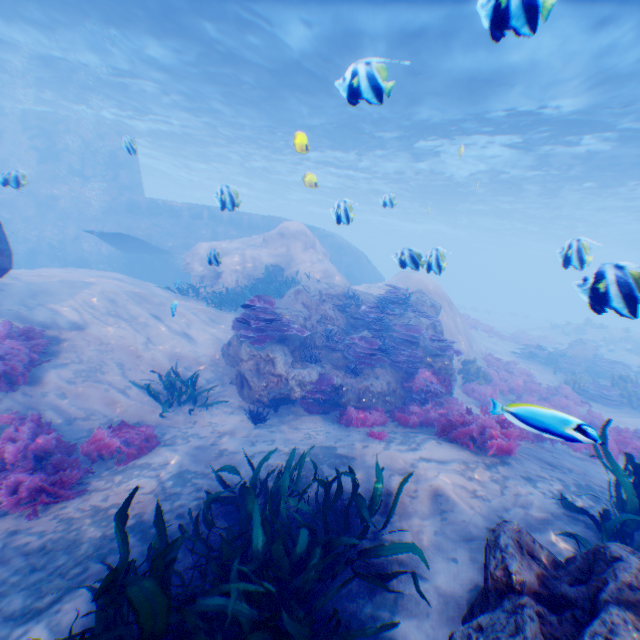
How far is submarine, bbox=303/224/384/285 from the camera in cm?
2495

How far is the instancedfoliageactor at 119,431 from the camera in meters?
5.8 m

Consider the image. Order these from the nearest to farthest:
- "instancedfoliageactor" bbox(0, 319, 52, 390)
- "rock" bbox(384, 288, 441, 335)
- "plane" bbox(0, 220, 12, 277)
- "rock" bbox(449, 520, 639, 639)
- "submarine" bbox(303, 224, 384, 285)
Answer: "rock" bbox(449, 520, 639, 639)
"instancedfoliageactor" bbox(0, 319, 52, 390)
"plane" bbox(0, 220, 12, 277)
"rock" bbox(384, 288, 441, 335)
"submarine" bbox(303, 224, 384, 285)

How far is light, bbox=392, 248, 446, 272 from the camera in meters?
6.8 m

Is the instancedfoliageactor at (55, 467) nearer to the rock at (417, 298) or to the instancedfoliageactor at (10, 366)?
the instancedfoliageactor at (10, 366)

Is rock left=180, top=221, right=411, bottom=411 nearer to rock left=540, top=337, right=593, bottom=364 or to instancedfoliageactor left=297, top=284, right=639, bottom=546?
instancedfoliageactor left=297, top=284, right=639, bottom=546

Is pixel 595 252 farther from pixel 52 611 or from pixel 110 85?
pixel 52 611

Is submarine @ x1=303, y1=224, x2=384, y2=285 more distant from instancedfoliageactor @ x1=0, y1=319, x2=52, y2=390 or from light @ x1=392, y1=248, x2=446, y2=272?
instancedfoliageactor @ x1=0, y1=319, x2=52, y2=390
